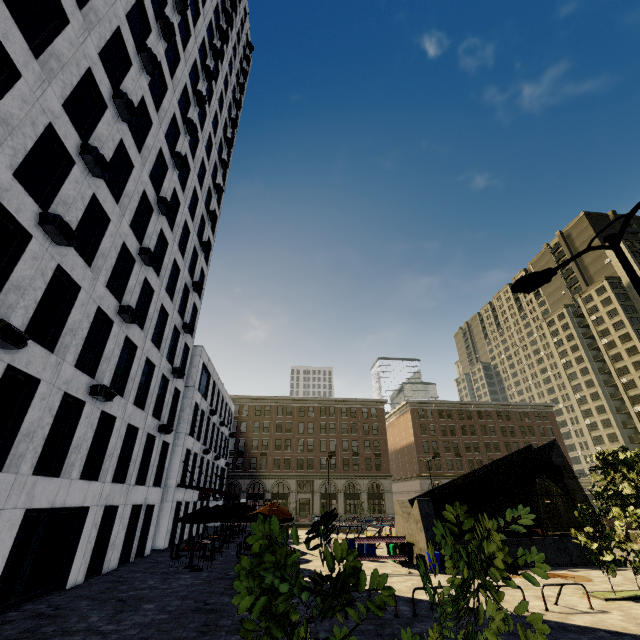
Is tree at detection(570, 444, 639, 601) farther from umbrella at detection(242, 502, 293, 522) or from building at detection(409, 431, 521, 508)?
umbrella at detection(242, 502, 293, 522)

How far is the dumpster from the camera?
17.4 meters

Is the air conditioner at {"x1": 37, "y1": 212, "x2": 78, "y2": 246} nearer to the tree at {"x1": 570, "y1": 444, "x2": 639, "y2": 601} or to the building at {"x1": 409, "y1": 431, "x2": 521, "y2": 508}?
the tree at {"x1": 570, "y1": 444, "x2": 639, "y2": 601}

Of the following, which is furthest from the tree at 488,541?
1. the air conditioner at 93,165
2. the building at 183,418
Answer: the air conditioner at 93,165

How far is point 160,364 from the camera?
22.0 meters

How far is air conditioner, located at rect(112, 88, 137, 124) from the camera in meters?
14.2

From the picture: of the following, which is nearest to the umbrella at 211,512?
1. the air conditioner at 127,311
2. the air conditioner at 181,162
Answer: the air conditioner at 127,311

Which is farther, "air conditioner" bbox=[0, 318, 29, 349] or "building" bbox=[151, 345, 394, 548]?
"building" bbox=[151, 345, 394, 548]
